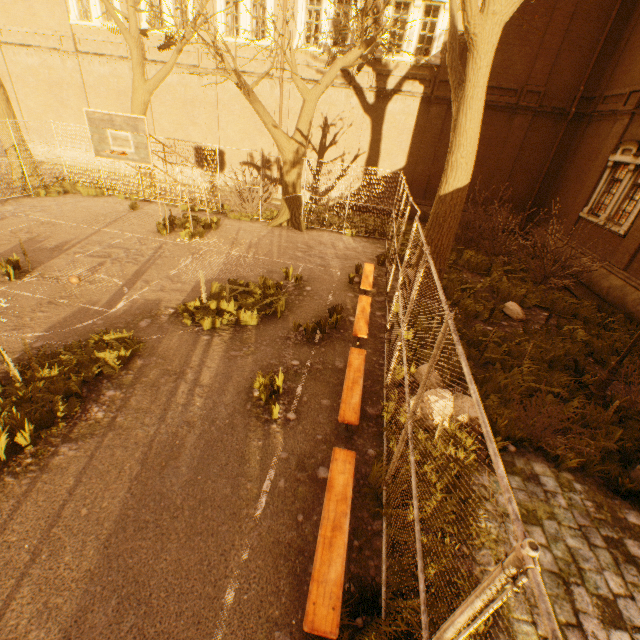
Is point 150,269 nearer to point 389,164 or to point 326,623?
point 326,623

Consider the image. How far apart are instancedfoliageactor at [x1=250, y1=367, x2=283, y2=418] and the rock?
7.5 meters

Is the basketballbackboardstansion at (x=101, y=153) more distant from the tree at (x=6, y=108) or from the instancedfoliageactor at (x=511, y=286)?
the instancedfoliageactor at (x=511, y=286)

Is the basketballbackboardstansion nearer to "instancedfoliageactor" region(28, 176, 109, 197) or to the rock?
"instancedfoliageactor" region(28, 176, 109, 197)

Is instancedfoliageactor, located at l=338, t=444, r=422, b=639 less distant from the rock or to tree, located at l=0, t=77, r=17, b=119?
tree, located at l=0, t=77, r=17, b=119

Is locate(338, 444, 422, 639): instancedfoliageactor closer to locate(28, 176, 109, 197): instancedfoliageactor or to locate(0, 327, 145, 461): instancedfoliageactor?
locate(0, 327, 145, 461): instancedfoliageactor

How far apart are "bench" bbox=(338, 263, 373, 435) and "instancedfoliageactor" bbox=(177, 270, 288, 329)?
2.3 meters

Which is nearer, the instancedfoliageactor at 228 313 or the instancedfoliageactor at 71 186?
the instancedfoliageactor at 228 313
